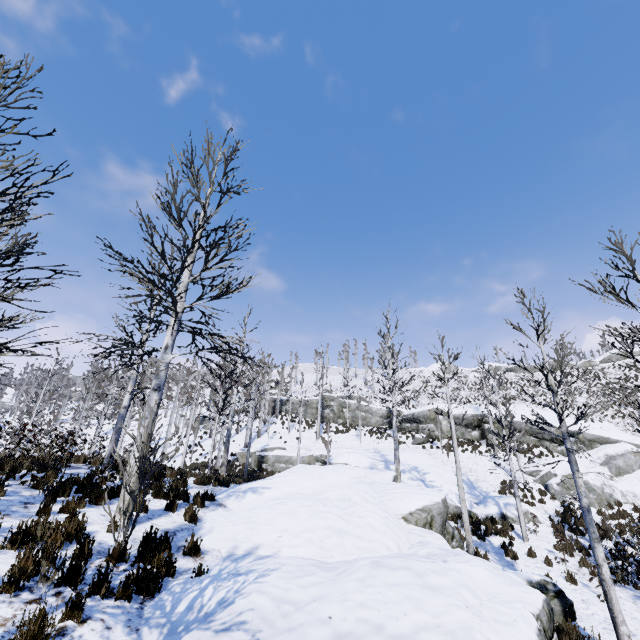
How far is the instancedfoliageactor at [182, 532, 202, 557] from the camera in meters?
6.2

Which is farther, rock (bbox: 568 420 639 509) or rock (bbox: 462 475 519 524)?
rock (bbox: 568 420 639 509)

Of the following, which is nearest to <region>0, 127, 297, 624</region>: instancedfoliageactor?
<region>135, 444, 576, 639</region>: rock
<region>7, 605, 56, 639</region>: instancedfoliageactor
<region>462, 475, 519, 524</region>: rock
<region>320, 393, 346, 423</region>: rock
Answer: <region>135, 444, 576, 639</region>: rock

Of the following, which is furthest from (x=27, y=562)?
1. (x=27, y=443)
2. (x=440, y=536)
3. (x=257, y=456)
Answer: (x=257, y=456)

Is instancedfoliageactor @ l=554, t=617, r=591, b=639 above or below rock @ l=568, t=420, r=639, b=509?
below

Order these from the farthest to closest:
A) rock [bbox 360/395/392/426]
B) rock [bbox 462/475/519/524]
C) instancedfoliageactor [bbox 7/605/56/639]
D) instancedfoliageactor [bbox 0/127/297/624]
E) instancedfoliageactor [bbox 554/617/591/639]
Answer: rock [bbox 360/395/392/426] < rock [bbox 462/475/519/524] < instancedfoliageactor [bbox 554/617/591/639] < instancedfoliageactor [bbox 0/127/297/624] < instancedfoliageactor [bbox 7/605/56/639]

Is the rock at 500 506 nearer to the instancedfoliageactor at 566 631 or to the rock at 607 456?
the rock at 607 456

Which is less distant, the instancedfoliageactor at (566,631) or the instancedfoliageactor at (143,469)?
the instancedfoliageactor at (143,469)
